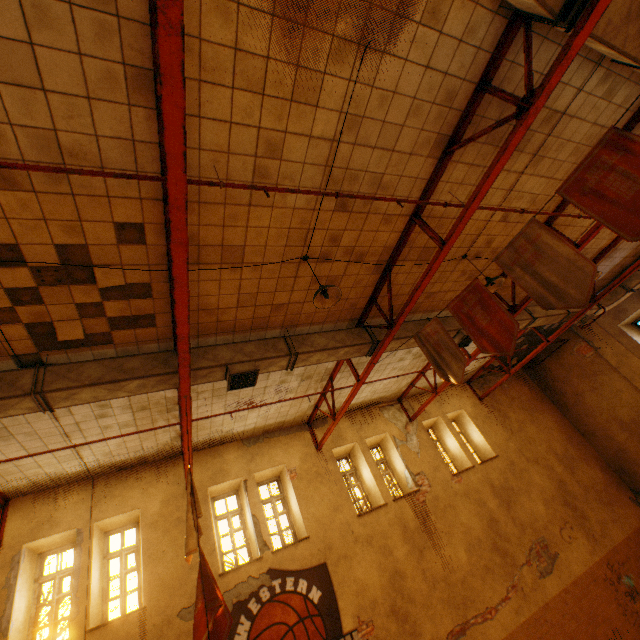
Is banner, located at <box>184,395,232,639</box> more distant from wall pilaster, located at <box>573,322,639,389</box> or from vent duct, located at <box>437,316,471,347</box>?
wall pilaster, located at <box>573,322,639,389</box>

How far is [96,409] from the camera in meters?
6.5 m

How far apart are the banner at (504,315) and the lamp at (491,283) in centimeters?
189cm

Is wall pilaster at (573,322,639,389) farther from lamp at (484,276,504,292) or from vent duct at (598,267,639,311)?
lamp at (484,276,504,292)

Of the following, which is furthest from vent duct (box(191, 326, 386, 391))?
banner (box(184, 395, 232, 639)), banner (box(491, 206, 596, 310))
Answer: banner (box(491, 206, 596, 310))

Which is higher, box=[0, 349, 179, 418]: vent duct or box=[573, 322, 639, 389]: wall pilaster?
box=[0, 349, 179, 418]: vent duct

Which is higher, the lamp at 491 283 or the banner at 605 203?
the lamp at 491 283

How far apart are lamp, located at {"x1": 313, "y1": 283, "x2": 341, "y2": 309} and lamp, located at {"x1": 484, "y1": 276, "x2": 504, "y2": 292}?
3.5 meters
